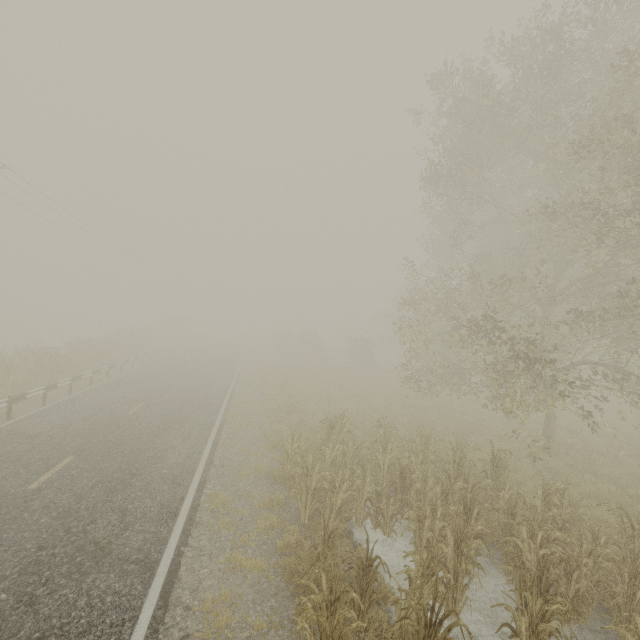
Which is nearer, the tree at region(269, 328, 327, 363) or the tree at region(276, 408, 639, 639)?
the tree at region(276, 408, 639, 639)

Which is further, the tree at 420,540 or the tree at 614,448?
the tree at 614,448

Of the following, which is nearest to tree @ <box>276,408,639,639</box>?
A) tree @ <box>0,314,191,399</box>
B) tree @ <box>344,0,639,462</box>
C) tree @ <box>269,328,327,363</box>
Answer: tree @ <box>344,0,639,462</box>

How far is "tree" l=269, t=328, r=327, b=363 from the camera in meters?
36.6 m

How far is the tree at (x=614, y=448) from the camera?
11.77m

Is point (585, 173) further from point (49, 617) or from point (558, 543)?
point (49, 617)

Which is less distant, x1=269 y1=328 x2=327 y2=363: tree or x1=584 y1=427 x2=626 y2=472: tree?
x1=584 y1=427 x2=626 y2=472: tree
